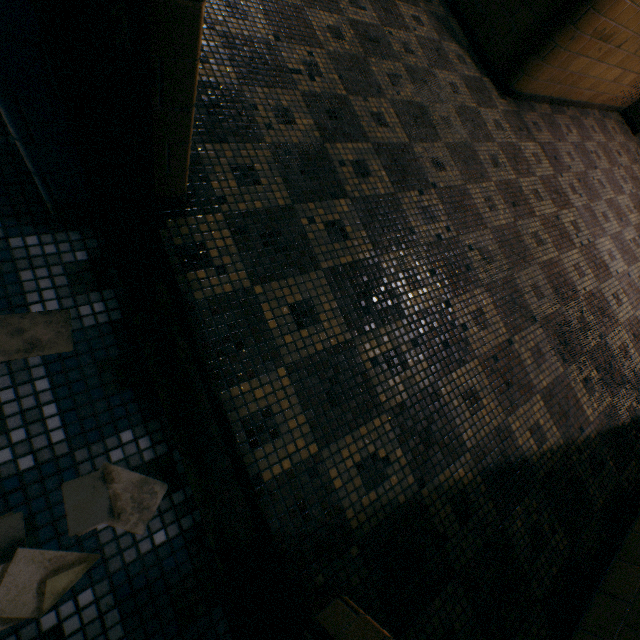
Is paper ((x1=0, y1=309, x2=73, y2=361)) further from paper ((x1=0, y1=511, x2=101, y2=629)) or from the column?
the column

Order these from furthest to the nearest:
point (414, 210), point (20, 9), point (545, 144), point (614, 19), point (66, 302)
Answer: point (545, 144) < point (614, 19) < point (414, 210) < point (66, 302) < point (20, 9)

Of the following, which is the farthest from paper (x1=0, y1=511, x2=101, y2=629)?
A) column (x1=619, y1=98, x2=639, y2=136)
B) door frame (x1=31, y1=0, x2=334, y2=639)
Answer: column (x1=619, y1=98, x2=639, y2=136)

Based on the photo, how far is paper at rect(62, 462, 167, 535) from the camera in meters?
1.0 m

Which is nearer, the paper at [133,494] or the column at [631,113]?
the paper at [133,494]

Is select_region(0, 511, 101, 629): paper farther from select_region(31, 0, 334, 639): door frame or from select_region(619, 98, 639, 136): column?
select_region(619, 98, 639, 136): column

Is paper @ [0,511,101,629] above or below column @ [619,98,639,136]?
below

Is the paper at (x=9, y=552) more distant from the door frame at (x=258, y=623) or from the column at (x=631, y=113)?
the column at (x=631, y=113)
